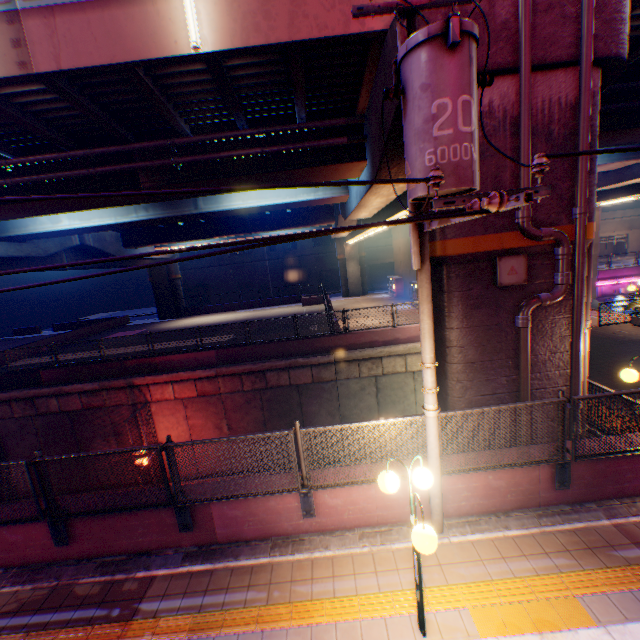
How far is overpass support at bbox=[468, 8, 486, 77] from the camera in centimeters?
566cm

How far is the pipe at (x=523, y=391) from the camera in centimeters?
618cm

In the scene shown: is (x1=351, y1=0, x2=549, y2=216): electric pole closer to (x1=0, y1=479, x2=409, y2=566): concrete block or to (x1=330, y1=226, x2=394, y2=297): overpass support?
(x1=0, y1=479, x2=409, y2=566): concrete block

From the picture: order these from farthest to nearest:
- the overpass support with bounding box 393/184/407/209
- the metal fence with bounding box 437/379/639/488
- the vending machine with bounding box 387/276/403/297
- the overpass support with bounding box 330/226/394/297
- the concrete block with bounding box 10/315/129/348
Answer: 1. the vending machine with bounding box 387/276/403/297
2. the overpass support with bounding box 330/226/394/297
3. the concrete block with bounding box 10/315/129/348
4. the overpass support with bounding box 393/184/407/209
5. the metal fence with bounding box 437/379/639/488

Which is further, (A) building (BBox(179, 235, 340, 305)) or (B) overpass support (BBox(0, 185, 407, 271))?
(A) building (BBox(179, 235, 340, 305))

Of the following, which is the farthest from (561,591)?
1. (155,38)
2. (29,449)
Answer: (29,449)

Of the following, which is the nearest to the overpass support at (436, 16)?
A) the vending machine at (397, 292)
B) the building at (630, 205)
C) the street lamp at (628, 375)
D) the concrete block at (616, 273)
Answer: the street lamp at (628, 375)
